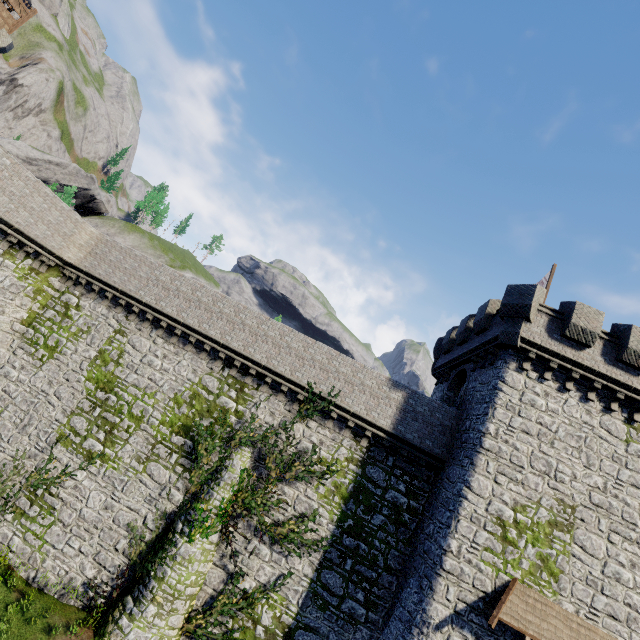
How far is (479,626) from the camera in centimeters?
1191cm

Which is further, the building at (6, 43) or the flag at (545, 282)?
the building at (6, 43)

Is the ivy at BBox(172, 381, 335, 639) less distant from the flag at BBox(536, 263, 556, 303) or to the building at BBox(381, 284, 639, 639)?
the building at BBox(381, 284, 639, 639)

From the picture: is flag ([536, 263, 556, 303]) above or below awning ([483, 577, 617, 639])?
above

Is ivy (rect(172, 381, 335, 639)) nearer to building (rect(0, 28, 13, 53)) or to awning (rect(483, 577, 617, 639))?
awning (rect(483, 577, 617, 639))

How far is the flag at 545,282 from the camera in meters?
18.4 m

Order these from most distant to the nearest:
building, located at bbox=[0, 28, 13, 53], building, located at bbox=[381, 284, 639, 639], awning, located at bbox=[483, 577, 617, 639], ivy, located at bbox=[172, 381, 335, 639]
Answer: building, located at bbox=[0, 28, 13, 53], ivy, located at bbox=[172, 381, 335, 639], building, located at bbox=[381, 284, 639, 639], awning, located at bbox=[483, 577, 617, 639]

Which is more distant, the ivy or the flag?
the flag
